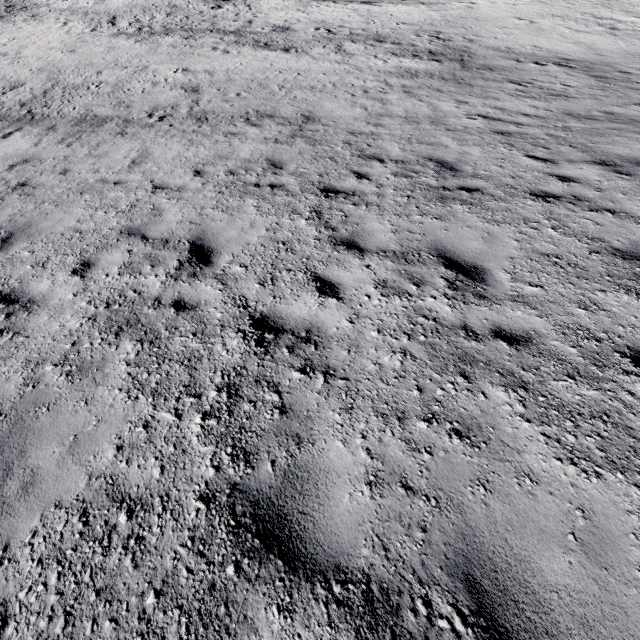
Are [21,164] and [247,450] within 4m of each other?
no
